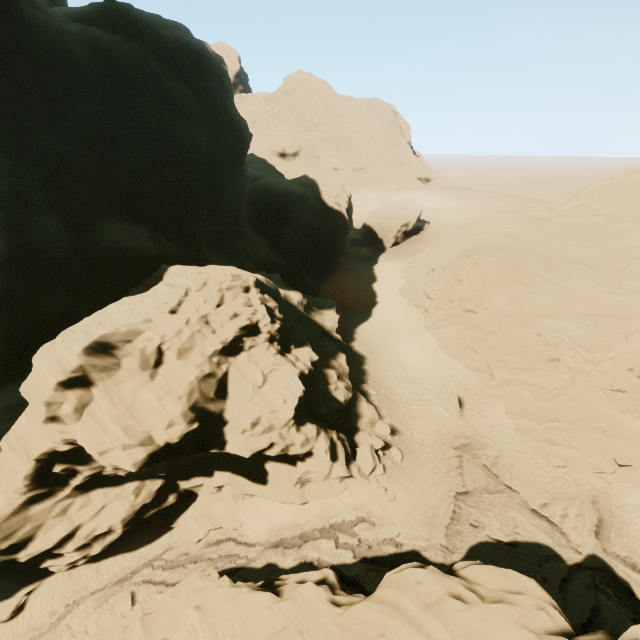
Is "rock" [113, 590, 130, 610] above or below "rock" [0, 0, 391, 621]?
below

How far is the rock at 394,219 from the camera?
52.1 meters

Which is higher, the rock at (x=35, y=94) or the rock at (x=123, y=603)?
the rock at (x=35, y=94)

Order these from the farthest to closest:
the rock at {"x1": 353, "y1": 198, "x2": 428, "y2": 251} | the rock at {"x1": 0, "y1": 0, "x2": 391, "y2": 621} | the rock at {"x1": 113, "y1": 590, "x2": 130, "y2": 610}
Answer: the rock at {"x1": 353, "y1": 198, "x2": 428, "y2": 251} < the rock at {"x1": 113, "y1": 590, "x2": 130, "y2": 610} < the rock at {"x1": 0, "y1": 0, "x2": 391, "y2": 621}

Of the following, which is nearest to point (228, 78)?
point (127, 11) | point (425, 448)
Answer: point (127, 11)

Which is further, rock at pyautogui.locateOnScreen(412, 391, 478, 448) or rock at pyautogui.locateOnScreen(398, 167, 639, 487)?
rock at pyautogui.locateOnScreen(412, 391, 478, 448)

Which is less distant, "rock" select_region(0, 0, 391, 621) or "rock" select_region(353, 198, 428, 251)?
"rock" select_region(0, 0, 391, 621)

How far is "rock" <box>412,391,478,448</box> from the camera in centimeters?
2189cm
